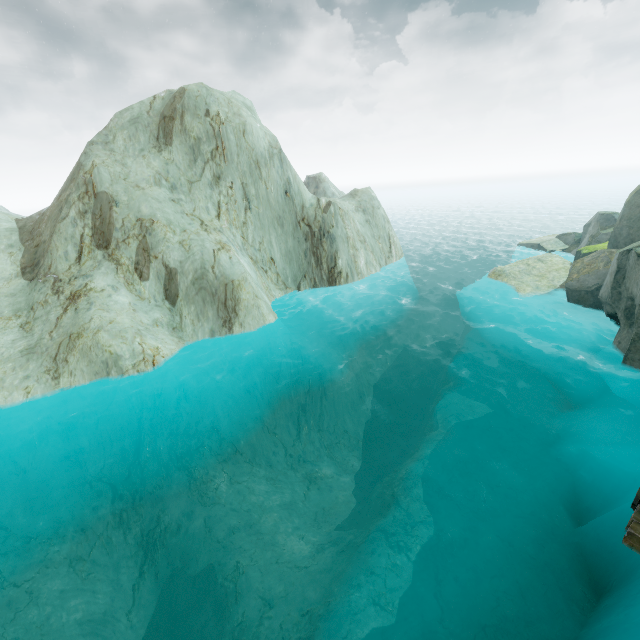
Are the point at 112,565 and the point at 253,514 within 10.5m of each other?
yes
